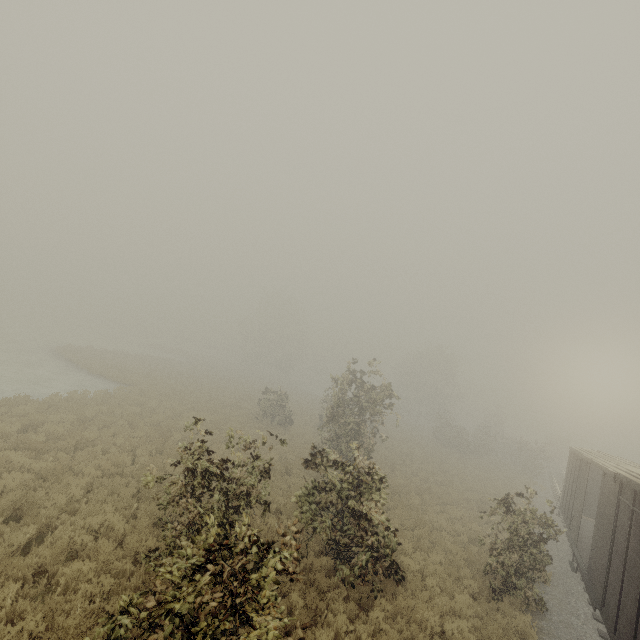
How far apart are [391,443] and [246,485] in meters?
26.1
